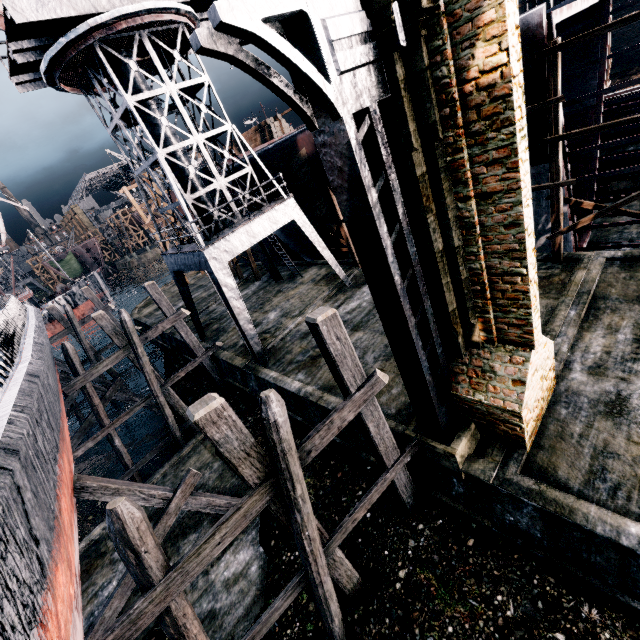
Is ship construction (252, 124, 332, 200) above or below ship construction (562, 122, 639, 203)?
above

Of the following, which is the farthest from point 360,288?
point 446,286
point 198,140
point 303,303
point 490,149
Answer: point 490,149

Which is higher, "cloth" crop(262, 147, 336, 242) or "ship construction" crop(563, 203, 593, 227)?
"cloth" crop(262, 147, 336, 242)

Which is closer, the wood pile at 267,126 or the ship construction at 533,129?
the ship construction at 533,129

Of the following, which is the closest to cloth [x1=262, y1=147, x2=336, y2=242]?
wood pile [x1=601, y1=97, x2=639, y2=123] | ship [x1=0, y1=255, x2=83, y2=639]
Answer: ship [x1=0, y1=255, x2=83, y2=639]

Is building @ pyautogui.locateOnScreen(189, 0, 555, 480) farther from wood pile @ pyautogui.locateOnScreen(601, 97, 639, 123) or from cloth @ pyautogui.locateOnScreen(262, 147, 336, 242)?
wood pile @ pyautogui.locateOnScreen(601, 97, 639, 123)

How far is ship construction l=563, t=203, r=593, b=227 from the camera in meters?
13.9

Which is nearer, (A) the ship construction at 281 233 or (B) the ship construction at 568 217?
(B) the ship construction at 568 217
